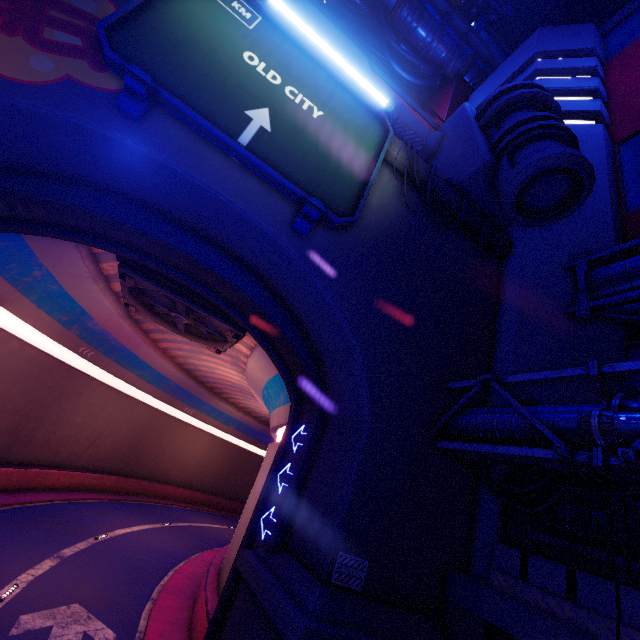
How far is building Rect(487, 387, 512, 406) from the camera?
10.9 meters

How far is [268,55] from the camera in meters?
9.9

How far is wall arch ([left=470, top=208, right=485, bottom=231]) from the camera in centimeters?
1358cm

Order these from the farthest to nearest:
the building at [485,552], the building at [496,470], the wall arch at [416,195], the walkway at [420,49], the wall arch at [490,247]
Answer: the walkway at [420,49]
the wall arch at [490,247]
the wall arch at [416,195]
the building at [496,470]
the building at [485,552]

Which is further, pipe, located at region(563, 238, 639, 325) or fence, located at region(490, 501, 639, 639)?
pipe, located at region(563, 238, 639, 325)

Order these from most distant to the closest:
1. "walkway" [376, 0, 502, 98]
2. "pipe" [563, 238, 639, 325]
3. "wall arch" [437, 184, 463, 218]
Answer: "walkway" [376, 0, 502, 98] → "wall arch" [437, 184, 463, 218] → "pipe" [563, 238, 639, 325]

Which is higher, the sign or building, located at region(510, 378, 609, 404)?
the sign

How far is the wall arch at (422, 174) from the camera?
12.6 meters
